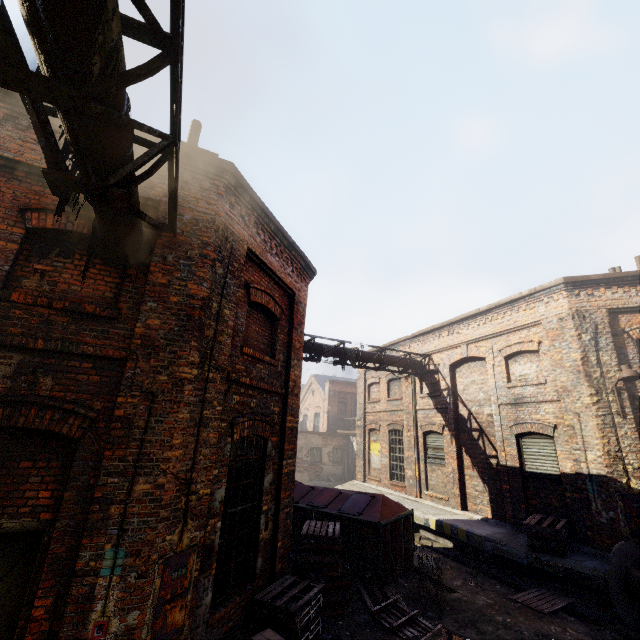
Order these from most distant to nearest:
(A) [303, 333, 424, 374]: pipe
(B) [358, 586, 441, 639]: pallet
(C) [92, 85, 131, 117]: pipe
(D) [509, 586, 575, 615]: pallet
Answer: (A) [303, 333, 424, 374]: pipe, (D) [509, 586, 575, 615]: pallet, (B) [358, 586, 441, 639]: pallet, (C) [92, 85, 131, 117]: pipe

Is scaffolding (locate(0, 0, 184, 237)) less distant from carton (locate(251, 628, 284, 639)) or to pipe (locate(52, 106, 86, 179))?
pipe (locate(52, 106, 86, 179))

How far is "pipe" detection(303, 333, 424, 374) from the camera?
13.45m

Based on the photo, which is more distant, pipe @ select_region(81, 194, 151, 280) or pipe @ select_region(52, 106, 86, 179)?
pipe @ select_region(81, 194, 151, 280)

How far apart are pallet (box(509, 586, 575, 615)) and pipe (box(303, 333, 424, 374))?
8.25m

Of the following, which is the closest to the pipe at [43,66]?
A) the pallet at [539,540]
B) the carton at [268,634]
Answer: the carton at [268,634]

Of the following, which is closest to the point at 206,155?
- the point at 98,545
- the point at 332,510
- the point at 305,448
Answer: the point at 98,545

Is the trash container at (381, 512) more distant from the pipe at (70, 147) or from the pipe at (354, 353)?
the pipe at (70, 147)
